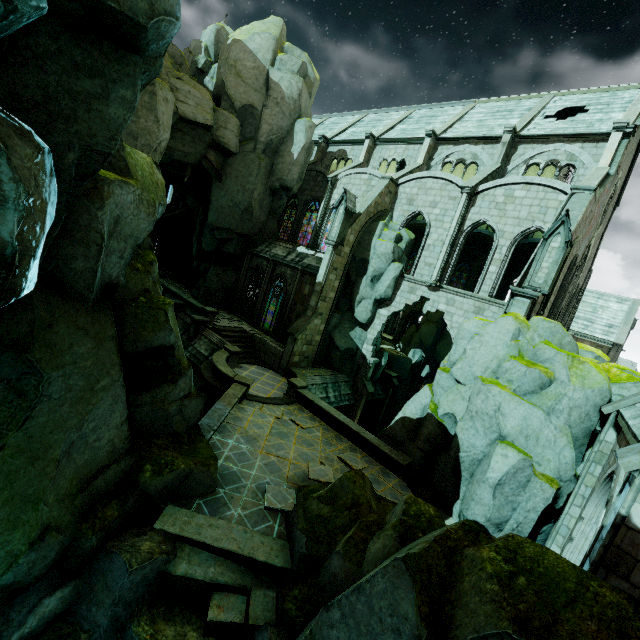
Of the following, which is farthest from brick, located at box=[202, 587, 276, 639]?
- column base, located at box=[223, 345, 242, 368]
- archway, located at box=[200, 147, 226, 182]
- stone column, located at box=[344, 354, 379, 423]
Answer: archway, located at box=[200, 147, 226, 182]

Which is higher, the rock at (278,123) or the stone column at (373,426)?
the rock at (278,123)

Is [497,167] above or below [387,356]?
above

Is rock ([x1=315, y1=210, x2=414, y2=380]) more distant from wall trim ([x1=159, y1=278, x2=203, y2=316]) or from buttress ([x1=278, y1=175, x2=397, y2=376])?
wall trim ([x1=159, y1=278, x2=203, y2=316])

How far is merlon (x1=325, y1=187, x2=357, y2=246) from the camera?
20.8m

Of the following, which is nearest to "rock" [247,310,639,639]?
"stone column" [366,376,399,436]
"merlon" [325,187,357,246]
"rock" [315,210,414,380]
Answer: "rock" [315,210,414,380]

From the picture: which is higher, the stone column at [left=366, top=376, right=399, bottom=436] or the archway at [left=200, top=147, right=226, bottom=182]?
the archway at [left=200, top=147, right=226, bottom=182]

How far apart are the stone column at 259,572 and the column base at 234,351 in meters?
11.6
